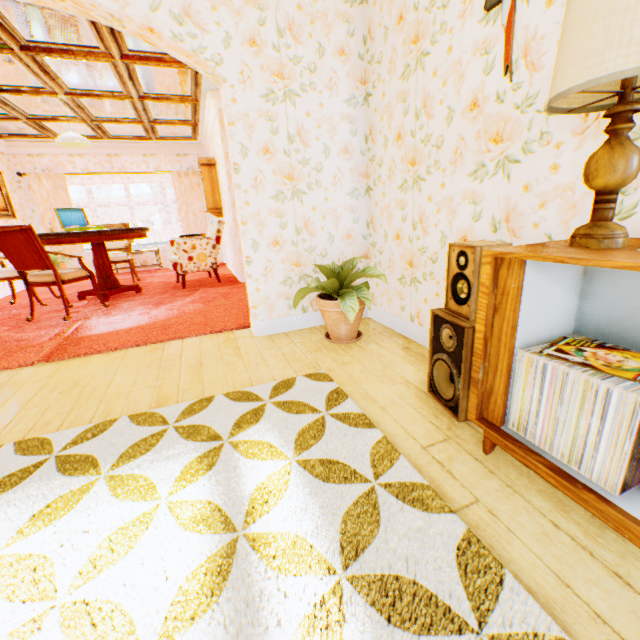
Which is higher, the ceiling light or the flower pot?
the ceiling light

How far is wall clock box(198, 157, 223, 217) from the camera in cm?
694

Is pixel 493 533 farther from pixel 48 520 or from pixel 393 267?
pixel 393 267

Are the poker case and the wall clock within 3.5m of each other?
yes

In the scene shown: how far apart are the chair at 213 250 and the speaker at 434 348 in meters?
4.9 m

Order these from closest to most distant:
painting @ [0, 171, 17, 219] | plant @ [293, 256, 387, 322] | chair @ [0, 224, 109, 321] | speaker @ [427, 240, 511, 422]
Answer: speaker @ [427, 240, 511, 422] < plant @ [293, 256, 387, 322] < chair @ [0, 224, 109, 321] < painting @ [0, 171, 17, 219]

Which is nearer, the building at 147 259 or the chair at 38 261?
the chair at 38 261

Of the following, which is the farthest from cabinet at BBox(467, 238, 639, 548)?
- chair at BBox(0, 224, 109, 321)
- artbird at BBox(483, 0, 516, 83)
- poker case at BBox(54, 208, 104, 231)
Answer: poker case at BBox(54, 208, 104, 231)
